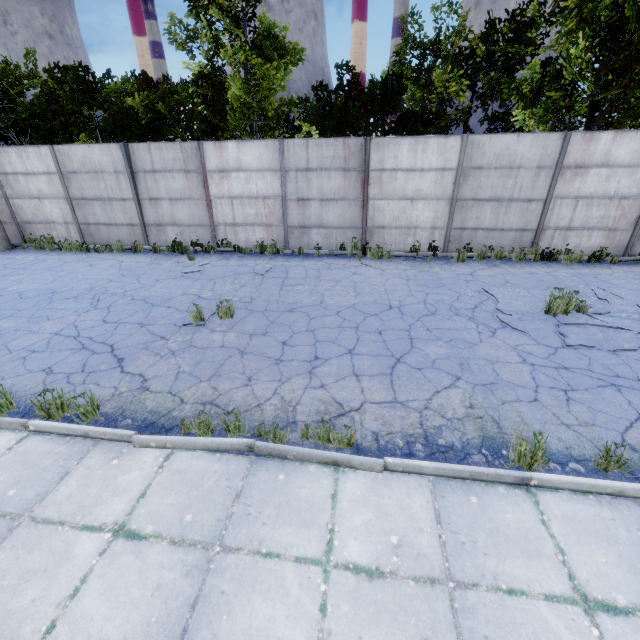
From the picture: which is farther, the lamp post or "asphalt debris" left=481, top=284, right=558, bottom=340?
the lamp post

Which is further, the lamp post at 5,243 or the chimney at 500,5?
Answer: the chimney at 500,5

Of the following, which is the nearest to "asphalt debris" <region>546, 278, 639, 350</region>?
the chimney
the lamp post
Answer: the lamp post

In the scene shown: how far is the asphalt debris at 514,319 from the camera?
6.3m

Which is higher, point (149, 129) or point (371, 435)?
point (149, 129)

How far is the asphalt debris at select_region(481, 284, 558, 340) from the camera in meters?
6.3

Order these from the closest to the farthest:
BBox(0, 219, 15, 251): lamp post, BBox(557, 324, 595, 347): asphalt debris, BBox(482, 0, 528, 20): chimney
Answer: BBox(557, 324, 595, 347): asphalt debris → BBox(0, 219, 15, 251): lamp post → BBox(482, 0, 528, 20): chimney
